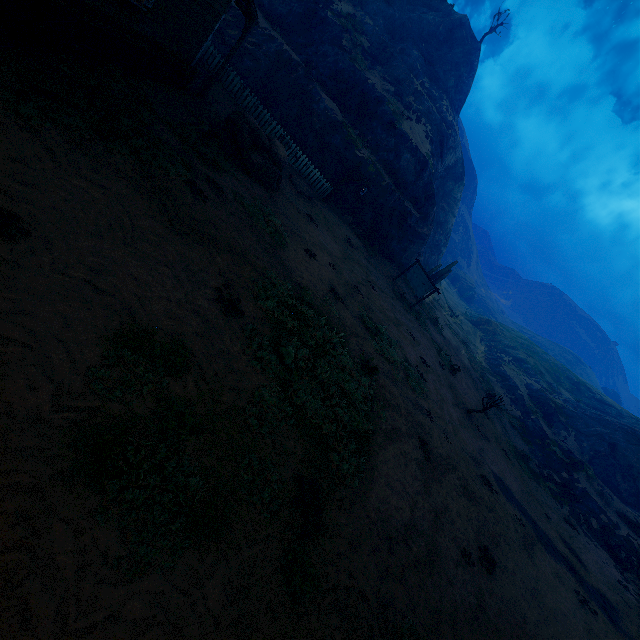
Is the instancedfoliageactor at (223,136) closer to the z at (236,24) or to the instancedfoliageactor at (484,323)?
the z at (236,24)

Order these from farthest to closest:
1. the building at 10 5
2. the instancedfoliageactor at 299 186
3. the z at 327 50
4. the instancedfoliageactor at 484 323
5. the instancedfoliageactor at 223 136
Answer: the instancedfoliageactor at 484 323, the instancedfoliageactor at 299 186, the instancedfoliageactor at 223 136, the building at 10 5, the z at 327 50

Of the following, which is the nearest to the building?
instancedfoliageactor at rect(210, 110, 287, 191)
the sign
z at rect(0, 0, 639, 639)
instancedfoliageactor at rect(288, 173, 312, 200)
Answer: z at rect(0, 0, 639, 639)

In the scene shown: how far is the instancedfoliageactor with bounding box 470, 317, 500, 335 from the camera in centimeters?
4756cm

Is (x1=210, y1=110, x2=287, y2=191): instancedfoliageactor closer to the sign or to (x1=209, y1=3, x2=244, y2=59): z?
(x1=209, y1=3, x2=244, y2=59): z

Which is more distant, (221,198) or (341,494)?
(221,198)

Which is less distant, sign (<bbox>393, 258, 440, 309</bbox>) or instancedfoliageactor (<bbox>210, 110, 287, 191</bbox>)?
instancedfoliageactor (<bbox>210, 110, 287, 191</bbox>)
